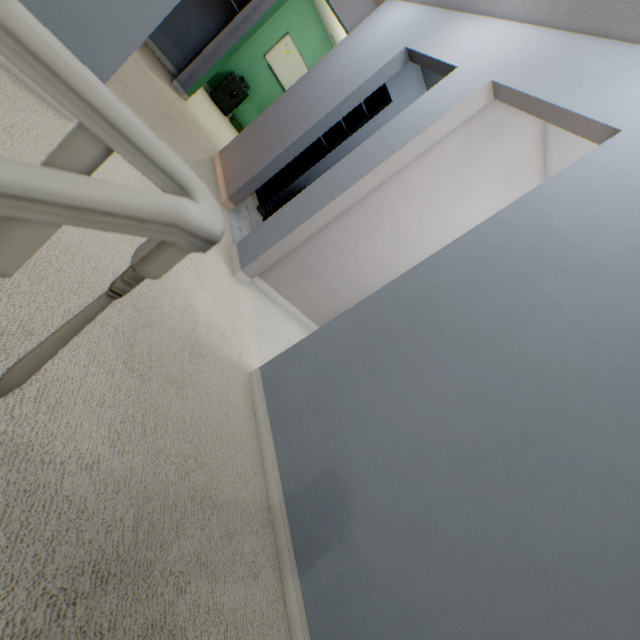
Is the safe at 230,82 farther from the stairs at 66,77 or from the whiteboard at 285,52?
the stairs at 66,77

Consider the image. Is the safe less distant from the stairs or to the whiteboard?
the whiteboard

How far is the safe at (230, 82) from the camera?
6.1m

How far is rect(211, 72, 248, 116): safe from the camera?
6.1 meters

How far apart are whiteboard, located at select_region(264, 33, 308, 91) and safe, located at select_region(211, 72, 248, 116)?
0.73m

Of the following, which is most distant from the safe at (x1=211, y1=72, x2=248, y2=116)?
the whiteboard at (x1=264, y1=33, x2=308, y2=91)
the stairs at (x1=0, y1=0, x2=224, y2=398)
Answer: the stairs at (x1=0, y1=0, x2=224, y2=398)

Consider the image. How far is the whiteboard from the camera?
6.2m

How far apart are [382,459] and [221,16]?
5.72m
